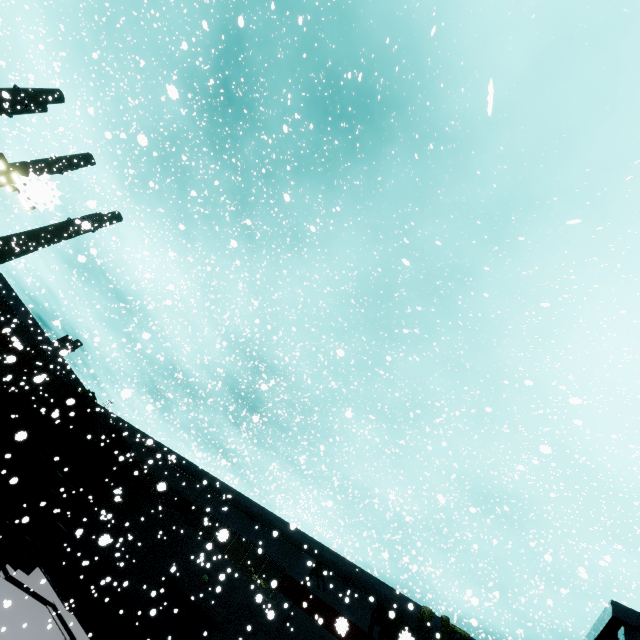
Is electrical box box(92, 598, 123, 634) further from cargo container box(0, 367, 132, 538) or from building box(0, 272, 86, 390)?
cargo container box(0, 367, 132, 538)

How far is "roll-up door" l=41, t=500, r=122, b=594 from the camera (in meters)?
22.18

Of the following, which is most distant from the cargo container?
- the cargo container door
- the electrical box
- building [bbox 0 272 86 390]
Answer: the electrical box

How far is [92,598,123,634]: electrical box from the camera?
19.40m

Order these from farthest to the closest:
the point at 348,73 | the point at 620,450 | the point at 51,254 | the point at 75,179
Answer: the point at 620,450
the point at 51,254
the point at 75,179
the point at 348,73

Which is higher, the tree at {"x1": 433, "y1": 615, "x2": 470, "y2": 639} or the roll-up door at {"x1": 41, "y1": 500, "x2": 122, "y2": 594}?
the tree at {"x1": 433, "y1": 615, "x2": 470, "y2": 639}

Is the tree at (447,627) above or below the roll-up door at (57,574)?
above

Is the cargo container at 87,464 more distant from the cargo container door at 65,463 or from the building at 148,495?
the building at 148,495
